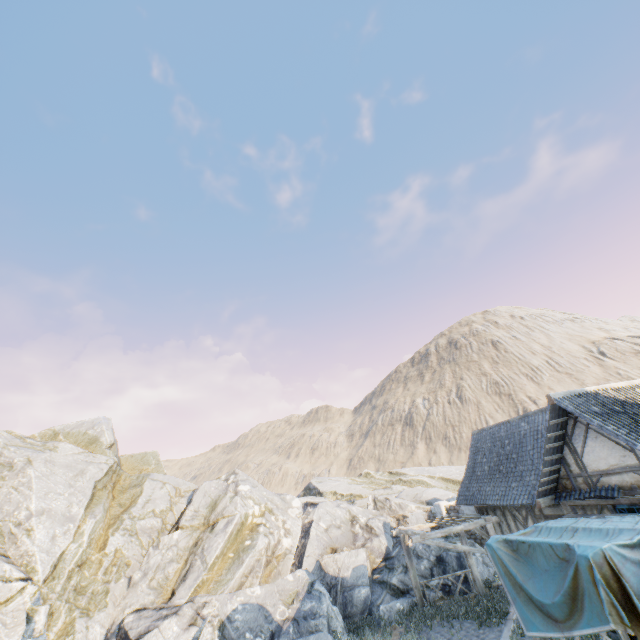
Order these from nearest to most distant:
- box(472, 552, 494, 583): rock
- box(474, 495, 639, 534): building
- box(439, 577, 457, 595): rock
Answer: box(474, 495, 639, 534): building
box(439, 577, 457, 595): rock
box(472, 552, 494, 583): rock

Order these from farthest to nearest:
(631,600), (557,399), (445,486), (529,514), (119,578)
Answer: (445,486) < (119,578) < (529,514) < (557,399) < (631,600)

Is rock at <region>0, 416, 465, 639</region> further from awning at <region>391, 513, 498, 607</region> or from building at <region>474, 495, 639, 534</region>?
building at <region>474, 495, 639, 534</region>

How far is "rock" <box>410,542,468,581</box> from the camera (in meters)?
15.43

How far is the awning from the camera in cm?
1231

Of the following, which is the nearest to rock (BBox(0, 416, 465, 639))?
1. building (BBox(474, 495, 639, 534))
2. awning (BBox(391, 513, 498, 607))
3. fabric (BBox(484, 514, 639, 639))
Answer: awning (BBox(391, 513, 498, 607))

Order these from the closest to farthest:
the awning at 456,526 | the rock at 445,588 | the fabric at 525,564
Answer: the fabric at 525,564 → the awning at 456,526 → the rock at 445,588

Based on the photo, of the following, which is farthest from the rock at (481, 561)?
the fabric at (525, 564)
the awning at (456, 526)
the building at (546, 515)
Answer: the fabric at (525, 564)
